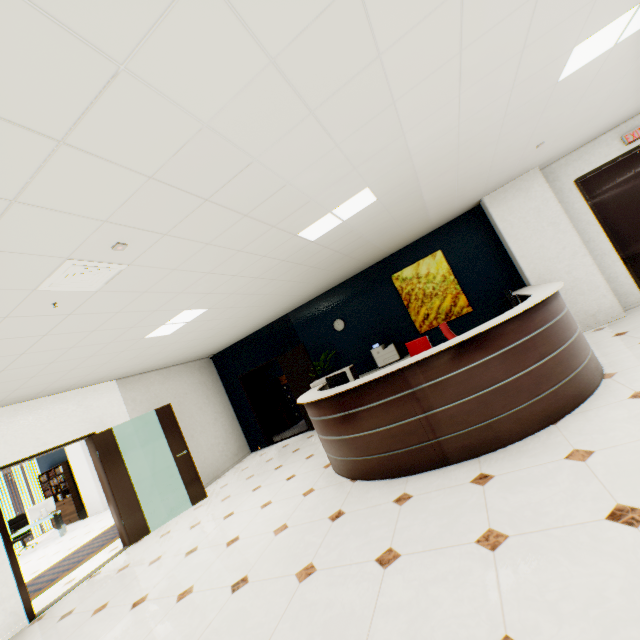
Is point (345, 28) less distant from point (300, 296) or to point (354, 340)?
point (300, 296)

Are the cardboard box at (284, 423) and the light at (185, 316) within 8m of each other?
yes

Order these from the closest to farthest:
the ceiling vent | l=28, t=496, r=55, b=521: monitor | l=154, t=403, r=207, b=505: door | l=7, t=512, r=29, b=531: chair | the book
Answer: the ceiling vent < l=154, t=403, r=207, b=505: door < l=28, t=496, r=55, b=521: monitor < l=7, t=512, r=29, b=531: chair < the book

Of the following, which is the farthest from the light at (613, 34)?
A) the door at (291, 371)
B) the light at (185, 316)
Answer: the door at (291, 371)

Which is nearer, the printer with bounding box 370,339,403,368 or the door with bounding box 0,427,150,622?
the door with bounding box 0,427,150,622

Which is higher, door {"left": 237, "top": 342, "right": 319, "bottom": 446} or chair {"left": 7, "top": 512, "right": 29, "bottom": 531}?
door {"left": 237, "top": 342, "right": 319, "bottom": 446}

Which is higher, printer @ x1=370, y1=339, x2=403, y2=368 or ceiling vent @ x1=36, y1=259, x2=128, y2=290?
ceiling vent @ x1=36, y1=259, x2=128, y2=290

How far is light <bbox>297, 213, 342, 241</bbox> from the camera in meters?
3.8 m
